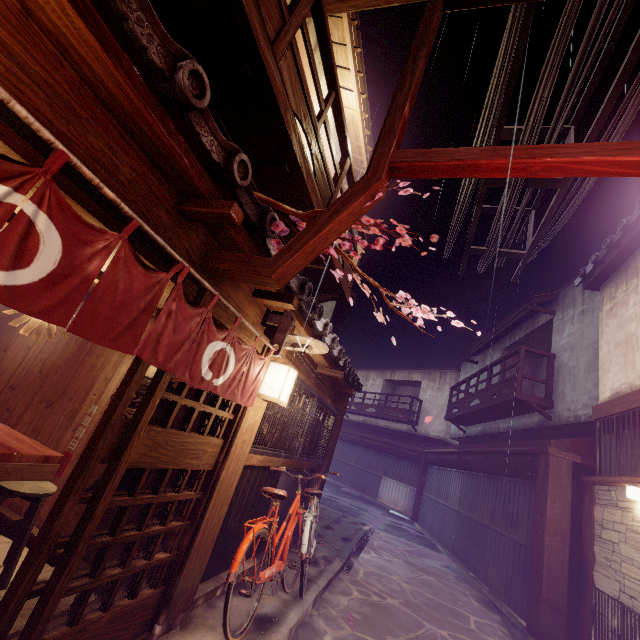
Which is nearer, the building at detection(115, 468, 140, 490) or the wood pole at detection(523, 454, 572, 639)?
the building at detection(115, 468, 140, 490)

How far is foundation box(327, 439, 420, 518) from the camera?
31.6 meters

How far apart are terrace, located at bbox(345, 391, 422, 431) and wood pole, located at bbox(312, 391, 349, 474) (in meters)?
23.55

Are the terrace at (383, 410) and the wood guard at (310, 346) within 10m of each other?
no

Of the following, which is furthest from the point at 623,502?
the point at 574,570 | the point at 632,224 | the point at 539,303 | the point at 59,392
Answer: the point at 59,392

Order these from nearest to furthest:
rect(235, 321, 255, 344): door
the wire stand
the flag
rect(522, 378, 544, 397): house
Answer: the flag → the wire stand → rect(235, 321, 255, 344): door → rect(522, 378, 544, 397): house

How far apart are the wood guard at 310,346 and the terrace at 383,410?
31.06m

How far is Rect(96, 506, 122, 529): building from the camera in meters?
6.3 m
